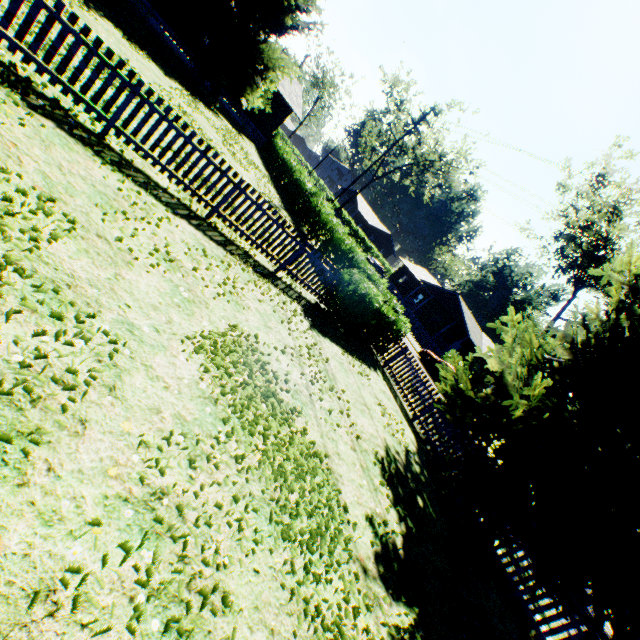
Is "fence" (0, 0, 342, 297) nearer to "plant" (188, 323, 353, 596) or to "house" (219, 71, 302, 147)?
"plant" (188, 323, 353, 596)

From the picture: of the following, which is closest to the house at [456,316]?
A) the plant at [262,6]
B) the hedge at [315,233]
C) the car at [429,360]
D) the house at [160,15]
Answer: the car at [429,360]

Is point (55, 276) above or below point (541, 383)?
below

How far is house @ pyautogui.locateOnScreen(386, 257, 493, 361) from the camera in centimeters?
3797cm

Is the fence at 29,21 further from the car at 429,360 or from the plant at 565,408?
the car at 429,360

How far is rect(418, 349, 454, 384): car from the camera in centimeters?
2342cm

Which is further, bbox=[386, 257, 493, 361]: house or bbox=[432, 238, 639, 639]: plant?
bbox=[386, 257, 493, 361]: house
